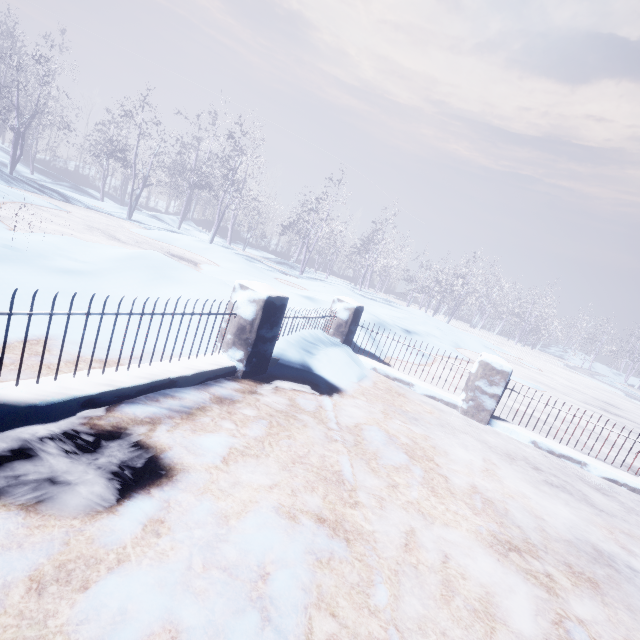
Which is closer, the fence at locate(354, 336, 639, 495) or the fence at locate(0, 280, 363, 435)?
the fence at locate(0, 280, 363, 435)

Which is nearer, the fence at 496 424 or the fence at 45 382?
the fence at 45 382

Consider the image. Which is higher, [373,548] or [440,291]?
[440,291]
